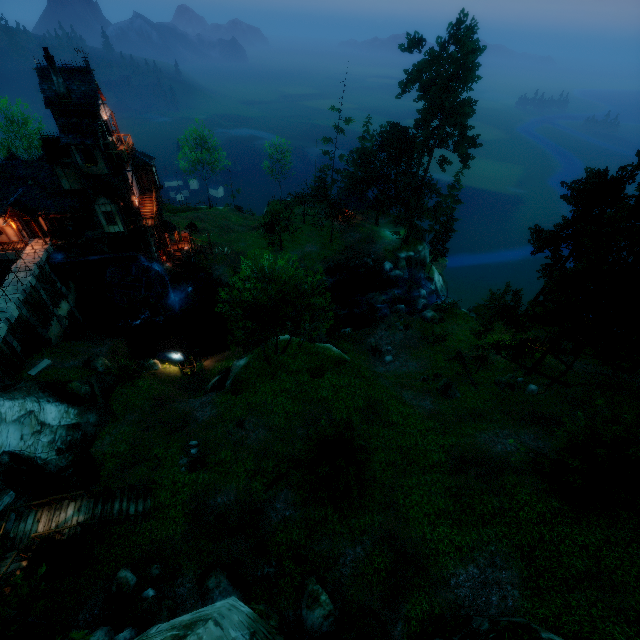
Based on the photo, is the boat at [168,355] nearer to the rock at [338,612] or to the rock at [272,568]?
the rock at [272,568]

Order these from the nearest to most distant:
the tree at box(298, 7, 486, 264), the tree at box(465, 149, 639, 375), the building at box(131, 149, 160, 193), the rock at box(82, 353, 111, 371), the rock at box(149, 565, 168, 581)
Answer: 1. the rock at box(149, 565, 168, 581)
2. the tree at box(465, 149, 639, 375)
3. the rock at box(82, 353, 111, 371)
4. the building at box(131, 149, 160, 193)
5. the tree at box(298, 7, 486, 264)

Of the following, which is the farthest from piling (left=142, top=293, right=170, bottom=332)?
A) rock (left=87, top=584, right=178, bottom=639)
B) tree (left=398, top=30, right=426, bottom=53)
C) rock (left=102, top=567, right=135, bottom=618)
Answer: tree (left=398, top=30, right=426, bottom=53)

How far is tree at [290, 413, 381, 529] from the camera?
15.20m

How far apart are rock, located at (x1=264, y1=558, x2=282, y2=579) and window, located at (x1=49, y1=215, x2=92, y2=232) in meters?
34.4

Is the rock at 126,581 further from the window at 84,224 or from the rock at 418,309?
the rock at 418,309

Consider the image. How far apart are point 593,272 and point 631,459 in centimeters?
1413cm

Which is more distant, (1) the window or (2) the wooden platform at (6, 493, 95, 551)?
(1) the window
